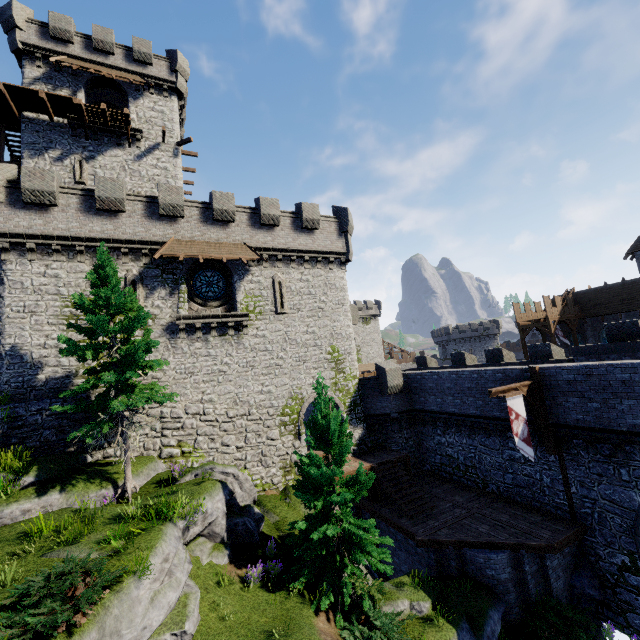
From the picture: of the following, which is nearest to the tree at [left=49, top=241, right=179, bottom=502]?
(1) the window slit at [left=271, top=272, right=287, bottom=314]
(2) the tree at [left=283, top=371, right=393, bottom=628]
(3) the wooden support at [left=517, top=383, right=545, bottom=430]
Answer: (2) the tree at [left=283, top=371, right=393, bottom=628]

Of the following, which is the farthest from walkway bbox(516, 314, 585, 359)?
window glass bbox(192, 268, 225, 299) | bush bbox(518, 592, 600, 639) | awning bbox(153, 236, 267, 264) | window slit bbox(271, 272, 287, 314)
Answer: window glass bbox(192, 268, 225, 299)

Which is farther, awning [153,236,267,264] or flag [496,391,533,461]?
awning [153,236,267,264]

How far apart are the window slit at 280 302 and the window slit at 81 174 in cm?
1453

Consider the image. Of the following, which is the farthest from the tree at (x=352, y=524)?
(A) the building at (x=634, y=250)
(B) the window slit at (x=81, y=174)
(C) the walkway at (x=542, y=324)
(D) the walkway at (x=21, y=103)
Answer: (A) the building at (x=634, y=250)

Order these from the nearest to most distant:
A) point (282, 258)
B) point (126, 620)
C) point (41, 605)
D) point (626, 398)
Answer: point (41, 605) < point (126, 620) < point (626, 398) < point (282, 258)

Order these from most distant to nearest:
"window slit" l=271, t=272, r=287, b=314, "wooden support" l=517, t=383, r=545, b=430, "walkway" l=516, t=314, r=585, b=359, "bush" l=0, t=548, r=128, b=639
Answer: "walkway" l=516, t=314, r=585, b=359 → "window slit" l=271, t=272, r=287, b=314 → "wooden support" l=517, t=383, r=545, b=430 → "bush" l=0, t=548, r=128, b=639

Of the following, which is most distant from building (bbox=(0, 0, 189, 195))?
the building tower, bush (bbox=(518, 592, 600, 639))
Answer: bush (bbox=(518, 592, 600, 639))
